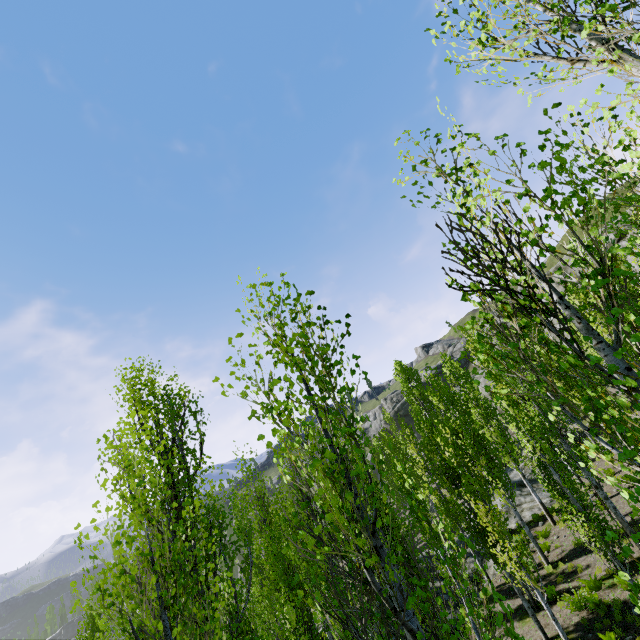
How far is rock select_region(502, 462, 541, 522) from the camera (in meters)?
21.16

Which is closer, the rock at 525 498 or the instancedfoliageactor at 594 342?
the instancedfoliageactor at 594 342

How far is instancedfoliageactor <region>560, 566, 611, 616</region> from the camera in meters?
11.3

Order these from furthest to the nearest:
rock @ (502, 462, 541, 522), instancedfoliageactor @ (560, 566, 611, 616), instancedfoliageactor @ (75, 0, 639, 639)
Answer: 1. rock @ (502, 462, 541, 522)
2. instancedfoliageactor @ (560, 566, 611, 616)
3. instancedfoliageactor @ (75, 0, 639, 639)

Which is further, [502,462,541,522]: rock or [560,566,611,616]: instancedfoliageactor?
[502,462,541,522]: rock

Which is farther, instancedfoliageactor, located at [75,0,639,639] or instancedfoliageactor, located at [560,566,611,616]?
instancedfoliageactor, located at [560,566,611,616]

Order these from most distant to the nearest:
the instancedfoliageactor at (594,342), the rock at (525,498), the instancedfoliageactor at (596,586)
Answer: the rock at (525,498) < the instancedfoliageactor at (596,586) < the instancedfoliageactor at (594,342)

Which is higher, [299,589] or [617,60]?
[617,60]
